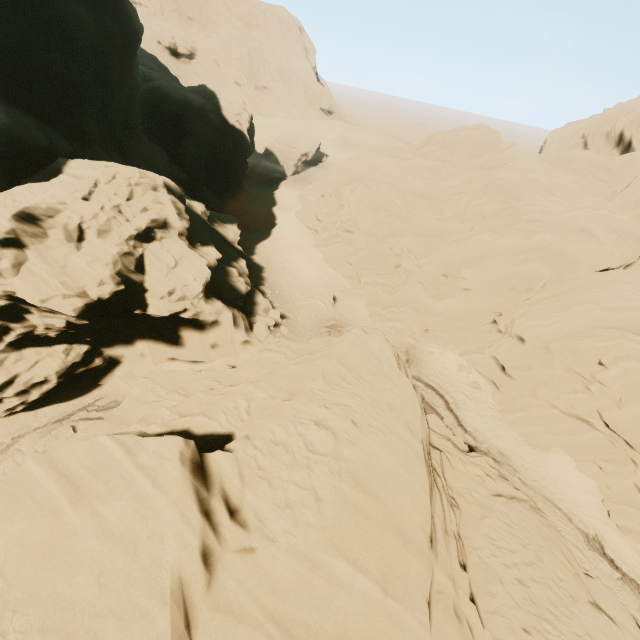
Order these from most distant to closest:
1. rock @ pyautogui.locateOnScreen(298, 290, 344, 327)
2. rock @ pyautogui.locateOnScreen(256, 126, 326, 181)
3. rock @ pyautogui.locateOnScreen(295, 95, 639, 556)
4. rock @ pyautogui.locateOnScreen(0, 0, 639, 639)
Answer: rock @ pyautogui.locateOnScreen(256, 126, 326, 181) < rock @ pyautogui.locateOnScreen(298, 290, 344, 327) < rock @ pyautogui.locateOnScreen(295, 95, 639, 556) < rock @ pyautogui.locateOnScreen(0, 0, 639, 639)

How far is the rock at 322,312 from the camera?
29.58m

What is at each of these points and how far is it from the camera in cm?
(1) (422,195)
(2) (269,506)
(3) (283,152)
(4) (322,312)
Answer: (1) rock, 3303
(2) rock, 730
(3) rock, 5541
(4) rock, 3000

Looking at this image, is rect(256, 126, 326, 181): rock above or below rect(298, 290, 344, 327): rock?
above

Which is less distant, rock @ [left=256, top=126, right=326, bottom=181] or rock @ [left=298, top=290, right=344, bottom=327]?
rock @ [left=298, top=290, right=344, bottom=327]

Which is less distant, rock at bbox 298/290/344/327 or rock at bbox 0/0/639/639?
rock at bbox 0/0/639/639

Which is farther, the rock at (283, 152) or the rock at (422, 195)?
the rock at (283, 152)

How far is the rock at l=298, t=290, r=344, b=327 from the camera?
29.6m
